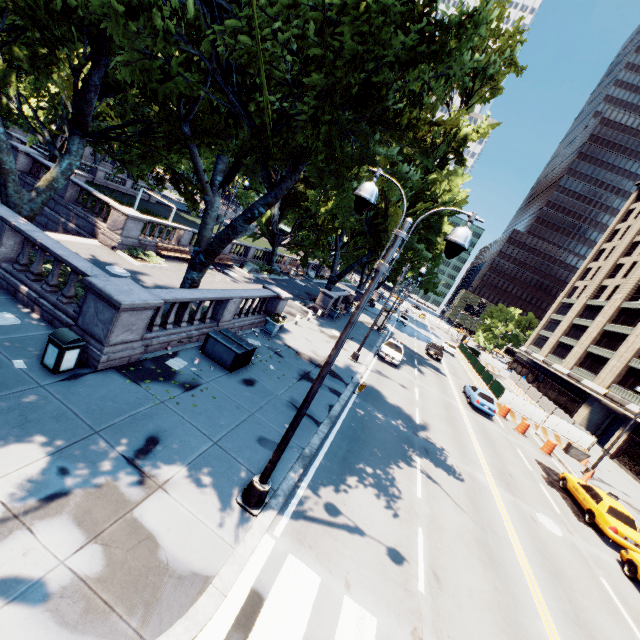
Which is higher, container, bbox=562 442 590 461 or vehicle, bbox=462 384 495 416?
vehicle, bbox=462 384 495 416

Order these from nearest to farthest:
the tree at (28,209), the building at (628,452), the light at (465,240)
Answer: the light at (465,240)
the tree at (28,209)
the building at (628,452)

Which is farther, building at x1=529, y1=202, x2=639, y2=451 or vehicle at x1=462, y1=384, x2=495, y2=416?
building at x1=529, y1=202, x2=639, y2=451

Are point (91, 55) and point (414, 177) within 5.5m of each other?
no

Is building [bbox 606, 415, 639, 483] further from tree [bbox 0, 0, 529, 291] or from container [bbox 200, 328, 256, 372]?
container [bbox 200, 328, 256, 372]

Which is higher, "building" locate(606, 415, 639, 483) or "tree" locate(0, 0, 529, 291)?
"tree" locate(0, 0, 529, 291)

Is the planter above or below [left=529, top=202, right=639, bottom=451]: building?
below

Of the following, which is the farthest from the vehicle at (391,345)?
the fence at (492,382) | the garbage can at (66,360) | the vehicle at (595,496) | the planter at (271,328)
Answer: the garbage can at (66,360)
